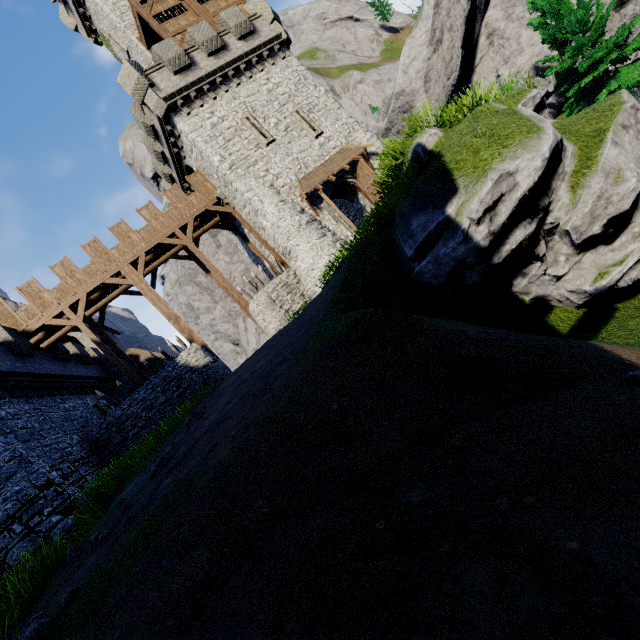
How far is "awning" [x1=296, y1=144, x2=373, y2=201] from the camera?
19.7m

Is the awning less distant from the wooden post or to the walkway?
the walkway

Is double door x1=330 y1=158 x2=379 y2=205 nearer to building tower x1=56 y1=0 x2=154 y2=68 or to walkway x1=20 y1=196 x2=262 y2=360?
walkway x1=20 y1=196 x2=262 y2=360

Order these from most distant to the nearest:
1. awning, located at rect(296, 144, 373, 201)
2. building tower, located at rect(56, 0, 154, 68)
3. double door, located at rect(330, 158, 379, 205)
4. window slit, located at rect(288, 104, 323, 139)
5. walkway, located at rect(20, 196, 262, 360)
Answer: building tower, located at rect(56, 0, 154, 68) < window slit, located at rect(288, 104, 323, 139) < double door, located at rect(330, 158, 379, 205) < awning, located at rect(296, 144, 373, 201) < walkway, located at rect(20, 196, 262, 360)

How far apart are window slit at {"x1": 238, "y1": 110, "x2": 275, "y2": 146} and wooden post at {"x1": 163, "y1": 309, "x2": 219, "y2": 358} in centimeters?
1172cm

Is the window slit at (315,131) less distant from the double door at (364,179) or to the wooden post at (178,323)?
the double door at (364,179)

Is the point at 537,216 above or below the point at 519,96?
below

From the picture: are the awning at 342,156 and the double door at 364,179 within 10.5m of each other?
yes
